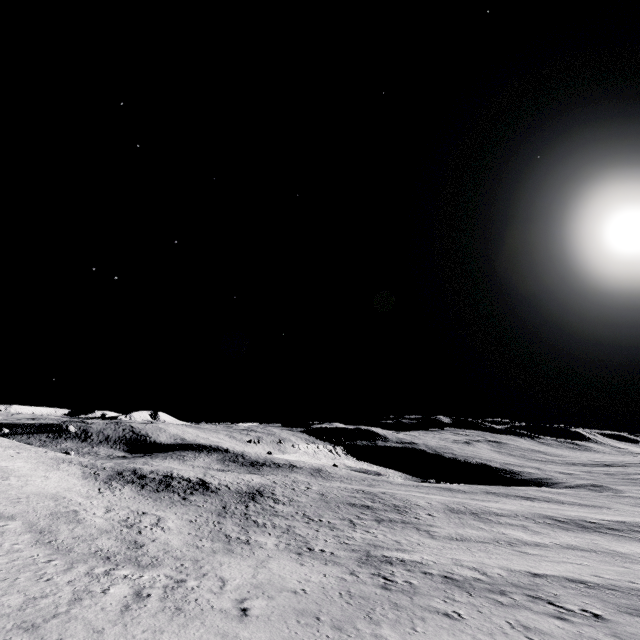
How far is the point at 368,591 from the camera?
15.38m
